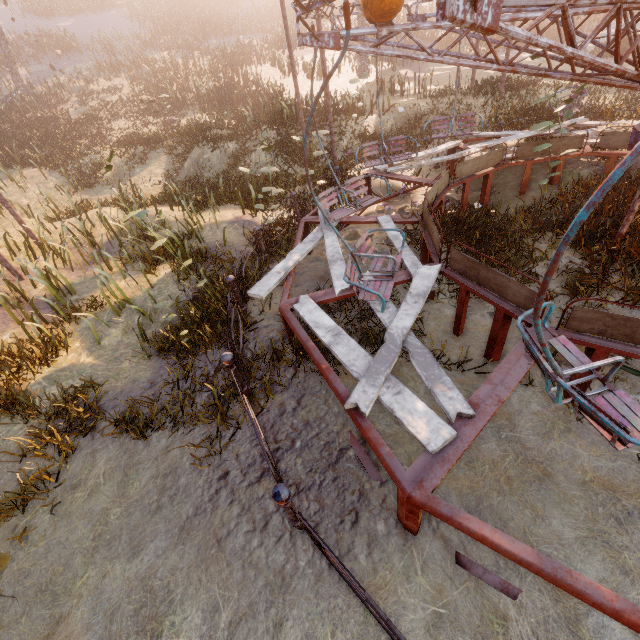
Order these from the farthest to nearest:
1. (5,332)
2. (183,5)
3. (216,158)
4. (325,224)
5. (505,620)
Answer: (183,5) < (216,158) < (5,332) < (325,224) < (505,620)

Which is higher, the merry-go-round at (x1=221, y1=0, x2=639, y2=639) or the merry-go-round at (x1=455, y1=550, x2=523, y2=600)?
the merry-go-round at (x1=221, y1=0, x2=639, y2=639)

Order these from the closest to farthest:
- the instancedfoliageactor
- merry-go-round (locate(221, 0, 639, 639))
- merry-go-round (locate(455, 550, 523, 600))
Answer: merry-go-round (locate(221, 0, 639, 639)) < merry-go-round (locate(455, 550, 523, 600)) < the instancedfoliageactor

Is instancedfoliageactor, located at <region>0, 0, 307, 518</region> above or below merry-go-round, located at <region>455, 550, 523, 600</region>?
above

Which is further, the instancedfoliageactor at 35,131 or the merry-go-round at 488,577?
the instancedfoliageactor at 35,131

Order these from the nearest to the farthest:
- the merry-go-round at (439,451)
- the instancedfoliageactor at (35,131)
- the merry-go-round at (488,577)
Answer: the merry-go-round at (439,451)
the merry-go-round at (488,577)
the instancedfoliageactor at (35,131)

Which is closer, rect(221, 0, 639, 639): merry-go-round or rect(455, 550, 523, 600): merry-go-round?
rect(221, 0, 639, 639): merry-go-round

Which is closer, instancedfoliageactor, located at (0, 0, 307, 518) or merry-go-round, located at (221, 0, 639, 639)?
merry-go-round, located at (221, 0, 639, 639)
